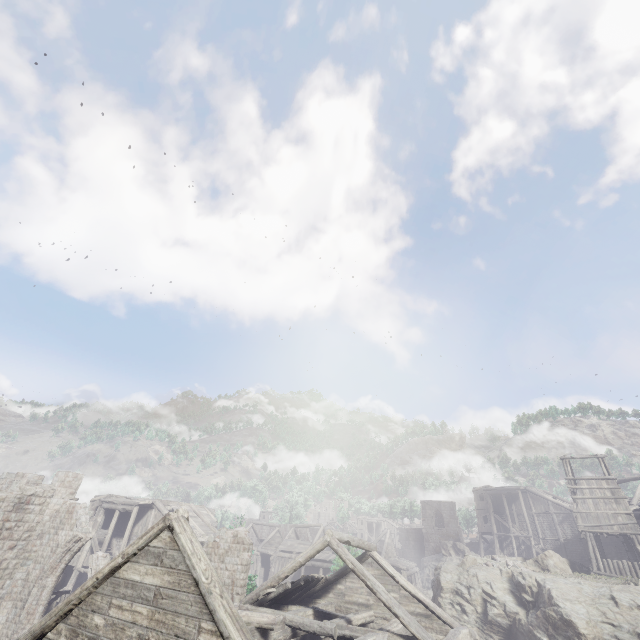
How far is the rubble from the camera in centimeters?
2355cm

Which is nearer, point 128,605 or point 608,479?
point 128,605

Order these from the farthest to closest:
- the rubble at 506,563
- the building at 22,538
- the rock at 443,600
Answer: the rubble at 506,563, the building at 22,538, the rock at 443,600

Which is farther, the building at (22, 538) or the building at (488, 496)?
the building at (488, 496)

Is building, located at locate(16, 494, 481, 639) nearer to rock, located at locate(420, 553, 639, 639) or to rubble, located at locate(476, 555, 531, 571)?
rock, located at locate(420, 553, 639, 639)

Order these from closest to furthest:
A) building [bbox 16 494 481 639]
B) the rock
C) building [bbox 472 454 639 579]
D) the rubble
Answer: building [bbox 16 494 481 639] → the rock → the rubble → building [bbox 472 454 639 579]

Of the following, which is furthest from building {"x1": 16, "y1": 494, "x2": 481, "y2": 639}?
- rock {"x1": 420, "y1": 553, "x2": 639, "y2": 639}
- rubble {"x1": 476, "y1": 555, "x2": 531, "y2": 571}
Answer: rubble {"x1": 476, "y1": 555, "x2": 531, "y2": 571}
